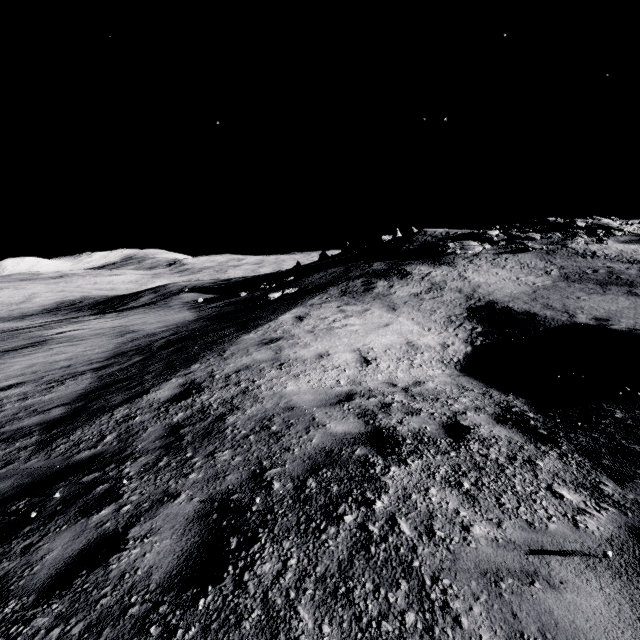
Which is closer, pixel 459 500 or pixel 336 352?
pixel 459 500
